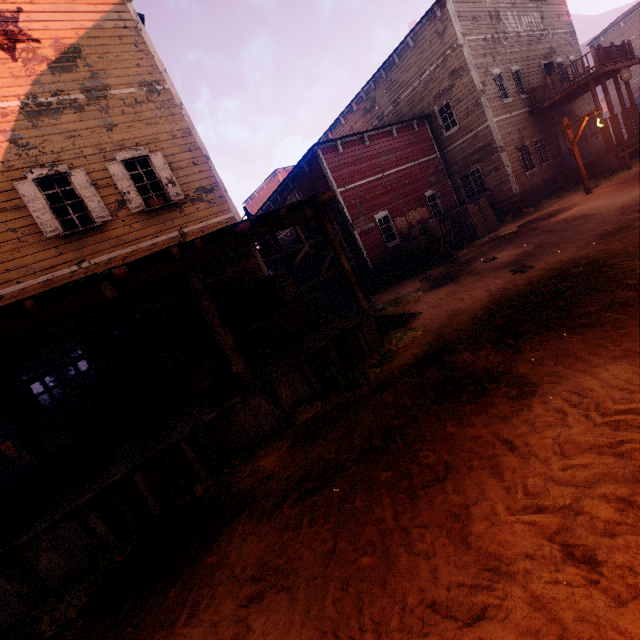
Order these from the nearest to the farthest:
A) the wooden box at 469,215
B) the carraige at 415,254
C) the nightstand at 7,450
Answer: the nightstand at 7,450
the carraige at 415,254
the wooden box at 469,215

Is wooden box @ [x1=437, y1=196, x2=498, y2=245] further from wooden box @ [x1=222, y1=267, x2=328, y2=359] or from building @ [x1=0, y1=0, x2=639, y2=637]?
wooden box @ [x1=222, y1=267, x2=328, y2=359]

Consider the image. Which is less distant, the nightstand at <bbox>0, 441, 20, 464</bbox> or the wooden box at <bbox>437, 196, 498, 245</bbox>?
the nightstand at <bbox>0, 441, 20, 464</bbox>

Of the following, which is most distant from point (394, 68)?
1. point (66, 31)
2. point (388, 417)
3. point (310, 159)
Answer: point (388, 417)

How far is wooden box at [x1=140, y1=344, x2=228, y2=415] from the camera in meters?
7.1 m

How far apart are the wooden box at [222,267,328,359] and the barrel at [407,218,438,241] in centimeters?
749cm

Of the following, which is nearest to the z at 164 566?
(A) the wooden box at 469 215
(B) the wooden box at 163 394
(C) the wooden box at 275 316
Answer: (A) the wooden box at 469 215

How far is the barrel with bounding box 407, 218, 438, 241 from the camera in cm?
1422
